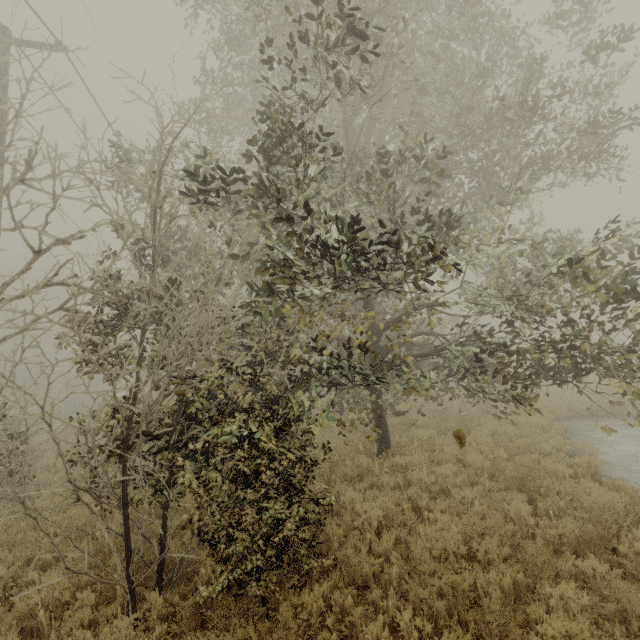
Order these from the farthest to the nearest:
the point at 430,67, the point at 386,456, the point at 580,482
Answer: the point at 430,67
the point at 386,456
the point at 580,482
